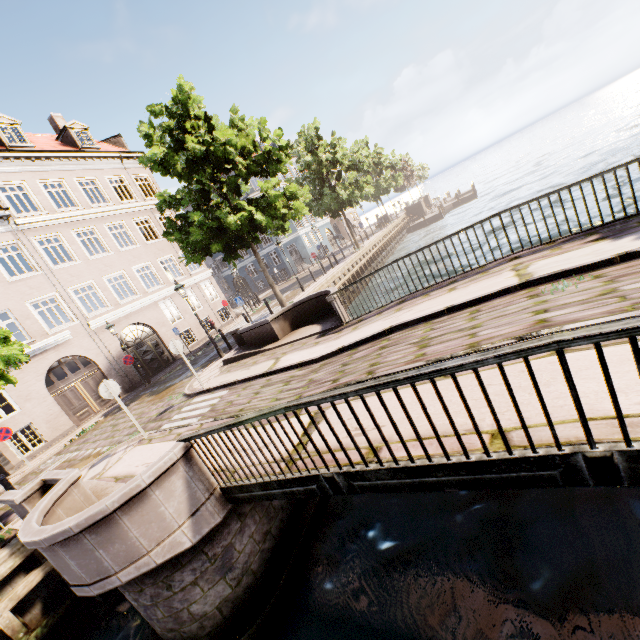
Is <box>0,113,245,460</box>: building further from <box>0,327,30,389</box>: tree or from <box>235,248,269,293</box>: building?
<box>235,248,269,293</box>: building

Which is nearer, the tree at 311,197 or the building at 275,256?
the tree at 311,197

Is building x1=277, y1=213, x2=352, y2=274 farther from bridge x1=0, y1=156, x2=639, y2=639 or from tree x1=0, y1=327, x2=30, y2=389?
bridge x1=0, y1=156, x2=639, y2=639

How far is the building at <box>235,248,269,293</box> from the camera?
40.6 meters

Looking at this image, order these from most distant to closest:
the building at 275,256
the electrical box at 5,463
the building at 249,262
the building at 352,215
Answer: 1. the building at 352,215
2. the building at 249,262
3. the building at 275,256
4. the electrical box at 5,463

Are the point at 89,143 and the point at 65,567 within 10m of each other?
no
